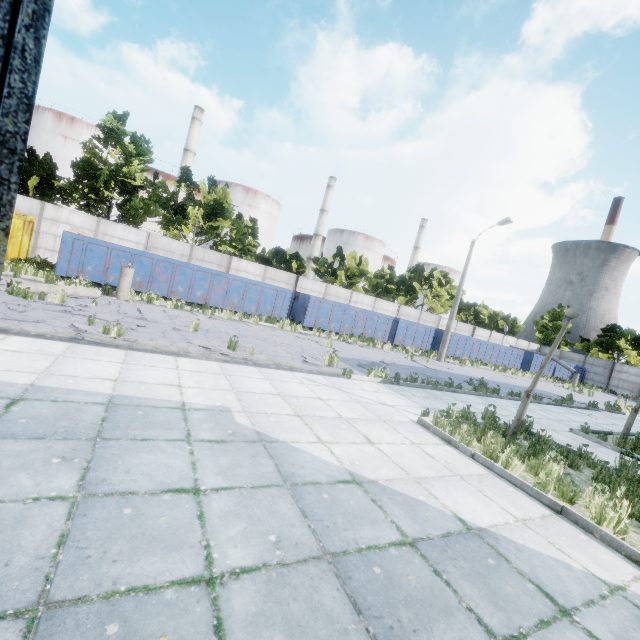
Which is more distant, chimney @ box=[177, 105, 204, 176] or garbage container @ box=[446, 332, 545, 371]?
chimney @ box=[177, 105, 204, 176]

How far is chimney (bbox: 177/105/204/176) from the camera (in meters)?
47.76

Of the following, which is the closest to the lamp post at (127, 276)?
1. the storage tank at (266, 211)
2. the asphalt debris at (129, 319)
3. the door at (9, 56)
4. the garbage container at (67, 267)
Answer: the asphalt debris at (129, 319)

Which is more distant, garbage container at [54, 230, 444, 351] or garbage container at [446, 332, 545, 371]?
garbage container at [446, 332, 545, 371]

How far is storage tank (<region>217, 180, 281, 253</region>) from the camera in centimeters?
5291cm

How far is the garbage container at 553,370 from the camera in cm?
3478

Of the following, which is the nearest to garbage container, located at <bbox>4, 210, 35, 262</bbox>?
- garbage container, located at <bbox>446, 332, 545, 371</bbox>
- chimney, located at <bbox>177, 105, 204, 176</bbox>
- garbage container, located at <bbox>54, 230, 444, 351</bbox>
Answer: garbage container, located at <bbox>54, 230, 444, 351</bbox>

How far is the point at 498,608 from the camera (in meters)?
2.75
